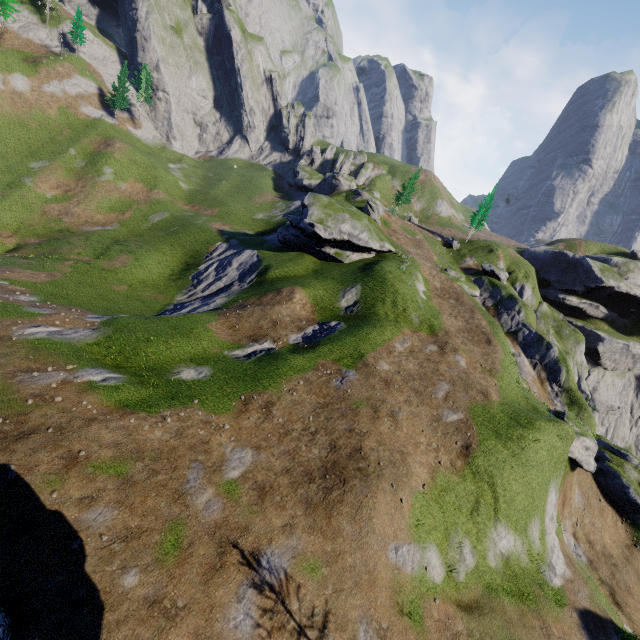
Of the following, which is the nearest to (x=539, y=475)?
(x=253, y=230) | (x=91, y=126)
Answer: (x=253, y=230)

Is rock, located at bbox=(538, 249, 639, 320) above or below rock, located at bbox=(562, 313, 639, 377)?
above

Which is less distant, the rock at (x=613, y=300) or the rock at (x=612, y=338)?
the rock at (x=613, y=300)

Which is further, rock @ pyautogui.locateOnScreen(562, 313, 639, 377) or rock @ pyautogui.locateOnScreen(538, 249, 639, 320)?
rock @ pyautogui.locateOnScreen(562, 313, 639, 377)

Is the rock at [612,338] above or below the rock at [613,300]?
below
